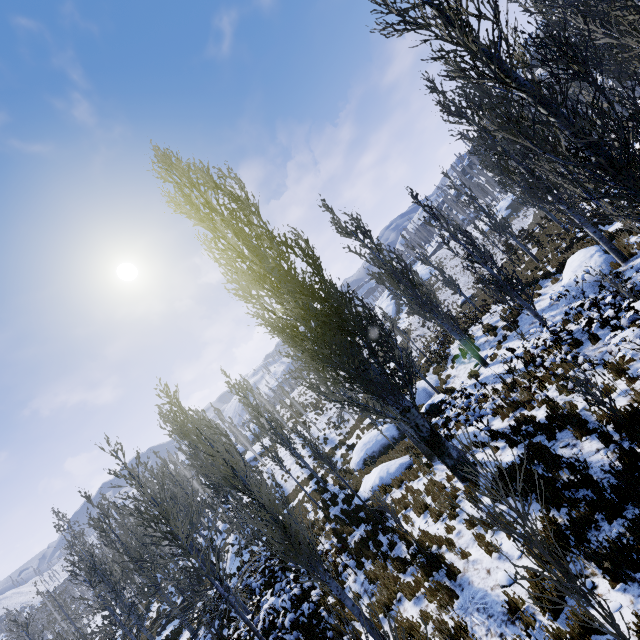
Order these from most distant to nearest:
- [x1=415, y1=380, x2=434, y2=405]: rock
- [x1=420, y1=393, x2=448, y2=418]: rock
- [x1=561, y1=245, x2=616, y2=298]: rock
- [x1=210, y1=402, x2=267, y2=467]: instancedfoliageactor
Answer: [x1=210, y1=402, x2=267, y2=467]: instancedfoliageactor → [x1=415, y1=380, x2=434, y2=405]: rock → [x1=420, y1=393, x2=448, y2=418]: rock → [x1=561, y1=245, x2=616, y2=298]: rock

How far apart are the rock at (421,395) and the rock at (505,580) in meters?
15.0

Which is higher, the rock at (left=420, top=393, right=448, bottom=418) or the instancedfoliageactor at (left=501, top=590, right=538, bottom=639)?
the instancedfoliageactor at (left=501, top=590, right=538, bottom=639)

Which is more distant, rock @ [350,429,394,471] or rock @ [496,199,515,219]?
rock @ [496,199,515,219]

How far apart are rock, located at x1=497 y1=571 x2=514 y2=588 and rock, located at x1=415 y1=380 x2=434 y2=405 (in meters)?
15.02

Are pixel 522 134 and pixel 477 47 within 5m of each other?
yes

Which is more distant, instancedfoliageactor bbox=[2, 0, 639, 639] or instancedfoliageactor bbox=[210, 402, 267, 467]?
instancedfoliageactor bbox=[210, 402, 267, 467]

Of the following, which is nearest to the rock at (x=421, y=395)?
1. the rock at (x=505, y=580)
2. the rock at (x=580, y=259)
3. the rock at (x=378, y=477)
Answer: the rock at (x=378, y=477)
